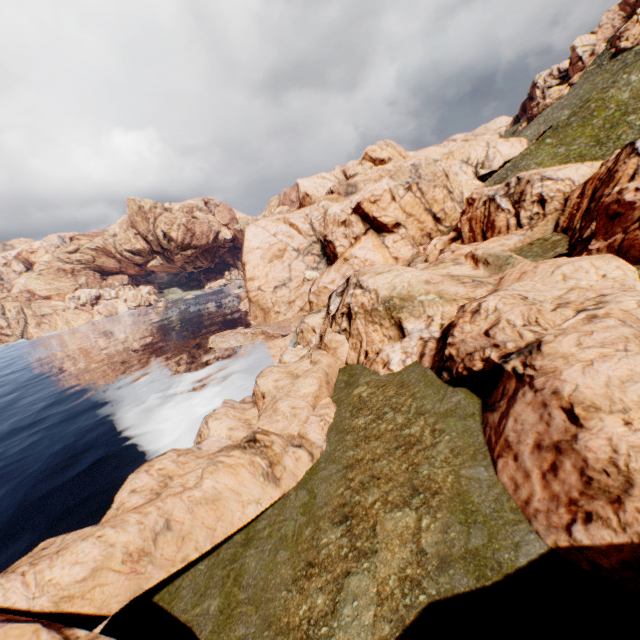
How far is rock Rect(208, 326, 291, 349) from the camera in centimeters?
4894cm

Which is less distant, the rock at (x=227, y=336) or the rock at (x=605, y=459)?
the rock at (x=605, y=459)

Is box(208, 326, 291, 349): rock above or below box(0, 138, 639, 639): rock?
below

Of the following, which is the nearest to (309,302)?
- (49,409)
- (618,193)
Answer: (49,409)

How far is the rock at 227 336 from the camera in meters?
48.9 m

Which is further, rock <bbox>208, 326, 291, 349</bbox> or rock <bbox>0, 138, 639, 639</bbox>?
rock <bbox>208, 326, 291, 349</bbox>
